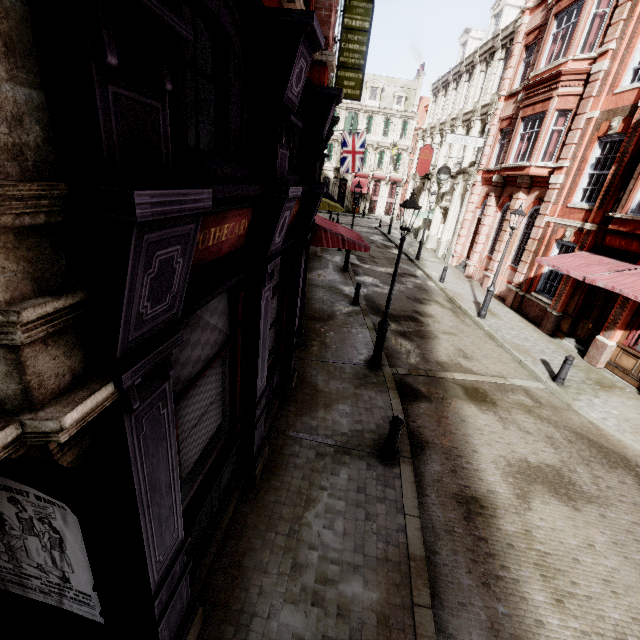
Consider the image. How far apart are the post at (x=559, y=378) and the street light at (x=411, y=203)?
5.5 meters

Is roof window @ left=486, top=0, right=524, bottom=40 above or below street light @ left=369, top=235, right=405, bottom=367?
above

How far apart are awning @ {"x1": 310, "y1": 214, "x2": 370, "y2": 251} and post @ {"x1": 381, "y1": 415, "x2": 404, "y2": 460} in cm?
483

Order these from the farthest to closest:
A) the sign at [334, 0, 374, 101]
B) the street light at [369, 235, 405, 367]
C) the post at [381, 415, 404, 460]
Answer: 1. the sign at [334, 0, 374, 101]
2. the street light at [369, 235, 405, 367]
3. the post at [381, 415, 404, 460]

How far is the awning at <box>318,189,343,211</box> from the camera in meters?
16.3

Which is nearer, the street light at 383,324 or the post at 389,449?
the post at 389,449

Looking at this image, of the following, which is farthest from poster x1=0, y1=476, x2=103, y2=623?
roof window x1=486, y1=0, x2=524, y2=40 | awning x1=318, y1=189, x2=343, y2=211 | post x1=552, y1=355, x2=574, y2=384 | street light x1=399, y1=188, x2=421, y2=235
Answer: roof window x1=486, y1=0, x2=524, y2=40

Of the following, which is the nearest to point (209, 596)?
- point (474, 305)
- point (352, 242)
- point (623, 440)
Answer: point (352, 242)
